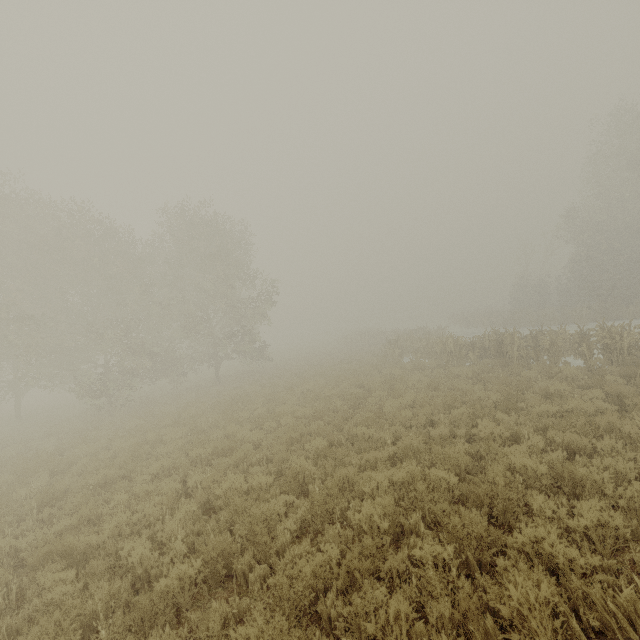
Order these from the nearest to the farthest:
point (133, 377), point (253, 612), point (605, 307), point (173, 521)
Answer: point (253, 612) → point (173, 521) → point (133, 377) → point (605, 307)
